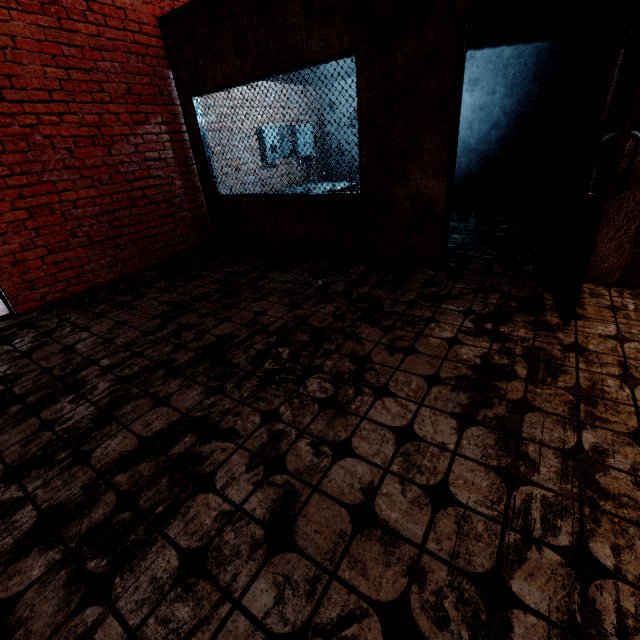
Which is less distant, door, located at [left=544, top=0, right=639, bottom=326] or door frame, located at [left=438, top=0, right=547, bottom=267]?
door, located at [left=544, top=0, right=639, bottom=326]

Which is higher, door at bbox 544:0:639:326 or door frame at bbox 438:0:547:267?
door frame at bbox 438:0:547:267

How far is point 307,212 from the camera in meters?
4.4

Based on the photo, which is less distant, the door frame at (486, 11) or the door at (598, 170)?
the door at (598, 170)

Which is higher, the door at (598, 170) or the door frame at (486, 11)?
the door frame at (486, 11)
